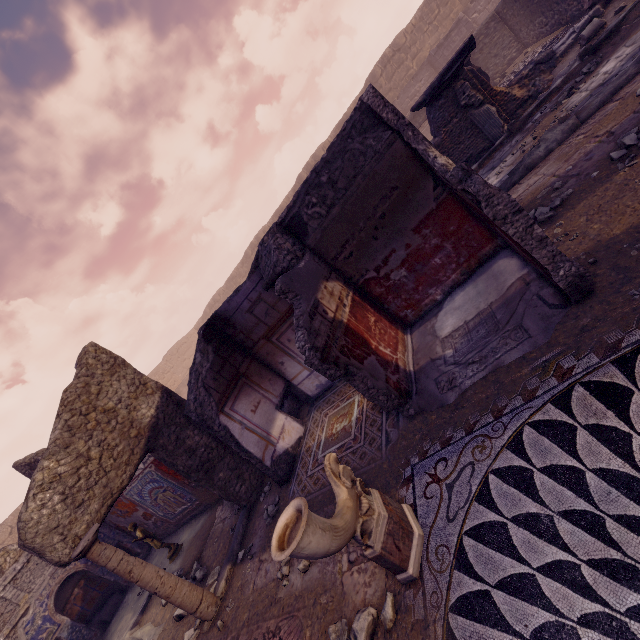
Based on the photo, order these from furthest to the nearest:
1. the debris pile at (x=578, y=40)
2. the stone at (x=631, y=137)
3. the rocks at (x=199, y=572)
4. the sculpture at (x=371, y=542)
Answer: the debris pile at (x=578, y=40), the rocks at (x=199, y=572), the stone at (x=631, y=137), the sculpture at (x=371, y=542)

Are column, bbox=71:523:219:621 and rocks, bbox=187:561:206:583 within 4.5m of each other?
yes

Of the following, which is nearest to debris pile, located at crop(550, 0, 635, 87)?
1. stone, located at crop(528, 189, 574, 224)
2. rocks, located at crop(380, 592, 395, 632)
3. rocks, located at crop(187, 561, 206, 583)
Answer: stone, located at crop(528, 189, 574, 224)

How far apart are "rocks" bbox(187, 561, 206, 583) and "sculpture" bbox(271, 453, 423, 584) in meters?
4.5

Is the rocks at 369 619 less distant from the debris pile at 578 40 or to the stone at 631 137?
the stone at 631 137

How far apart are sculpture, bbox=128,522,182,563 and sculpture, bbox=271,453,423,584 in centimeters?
644cm

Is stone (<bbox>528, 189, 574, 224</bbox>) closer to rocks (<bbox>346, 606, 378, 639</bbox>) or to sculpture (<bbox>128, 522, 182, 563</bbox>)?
rocks (<bbox>346, 606, 378, 639</bbox>)

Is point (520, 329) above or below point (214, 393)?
below
